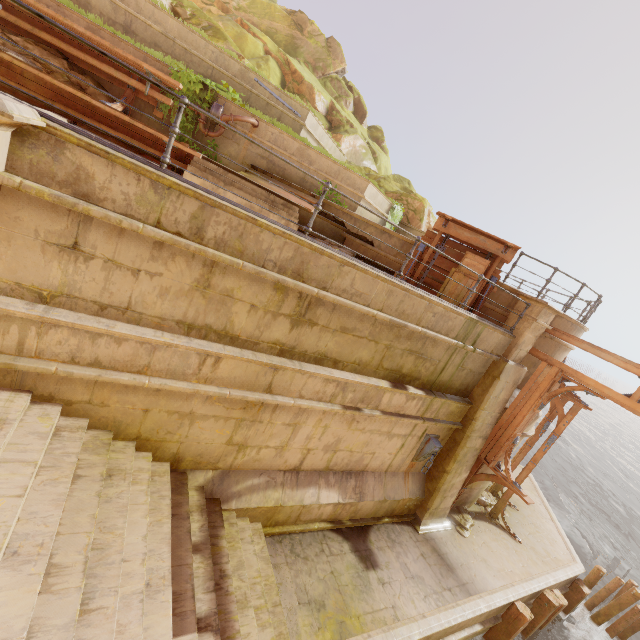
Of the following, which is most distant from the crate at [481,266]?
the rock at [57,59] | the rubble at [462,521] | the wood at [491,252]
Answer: the rock at [57,59]

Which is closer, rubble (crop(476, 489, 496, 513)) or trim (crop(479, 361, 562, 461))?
trim (crop(479, 361, 562, 461))

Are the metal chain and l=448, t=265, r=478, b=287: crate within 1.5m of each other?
no

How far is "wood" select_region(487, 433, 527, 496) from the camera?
8.6m

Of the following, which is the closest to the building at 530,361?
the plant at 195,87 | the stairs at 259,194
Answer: the stairs at 259,194

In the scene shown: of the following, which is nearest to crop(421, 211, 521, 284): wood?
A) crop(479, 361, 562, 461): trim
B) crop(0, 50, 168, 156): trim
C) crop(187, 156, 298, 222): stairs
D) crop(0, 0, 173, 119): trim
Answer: crop(479, 361, 562, 461): trim

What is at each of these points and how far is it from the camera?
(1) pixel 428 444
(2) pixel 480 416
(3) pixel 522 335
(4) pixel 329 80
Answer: (1) metal chain, 8.6m
(2) pillar, 8.6m
(3) column, 8.4m
(4) rock, 21.2m

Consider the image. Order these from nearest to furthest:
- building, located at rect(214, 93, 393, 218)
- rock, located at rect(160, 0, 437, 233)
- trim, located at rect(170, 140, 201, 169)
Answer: trim, located at rect(170, 140, 201, 169) < building, located at rect(214, 93, 393, 218) < rock, located at rect(160, 0, 437, 233)
